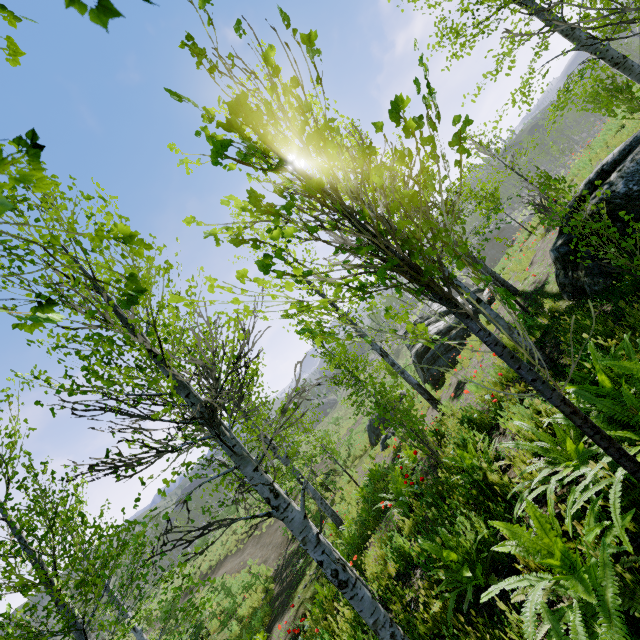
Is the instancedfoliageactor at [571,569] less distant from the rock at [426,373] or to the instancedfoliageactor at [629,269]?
the instancedfoliageactor at [629,269]

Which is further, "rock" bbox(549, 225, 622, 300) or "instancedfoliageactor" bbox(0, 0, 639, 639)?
"rock" bbox(549, 225, 622, 300)

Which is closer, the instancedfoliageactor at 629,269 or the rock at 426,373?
the instancedfoliageactor at 629,269

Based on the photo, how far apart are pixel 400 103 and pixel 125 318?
3.05m

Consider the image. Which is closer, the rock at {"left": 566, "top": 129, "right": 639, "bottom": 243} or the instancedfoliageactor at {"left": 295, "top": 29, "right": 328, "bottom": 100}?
the instancedfoliageactor at {"left": 295, "top": 29, "right": 328, "bottom": 100}

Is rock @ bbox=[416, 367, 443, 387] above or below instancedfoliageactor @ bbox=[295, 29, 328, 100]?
below

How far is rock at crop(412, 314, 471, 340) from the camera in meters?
14.5

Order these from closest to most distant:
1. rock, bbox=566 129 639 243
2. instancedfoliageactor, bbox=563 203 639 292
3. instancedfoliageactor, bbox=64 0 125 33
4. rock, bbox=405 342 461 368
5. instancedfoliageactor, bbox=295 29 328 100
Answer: instancedfoliageactor, bbox=64 0 125 33 < instancedfoliageactor, bbox=295 29 328 100 < instancedfoliageactor, bbox=563 203 639 292 < rock, bbox=566 129 639 243 < rock, bbox=405 342 461 368
